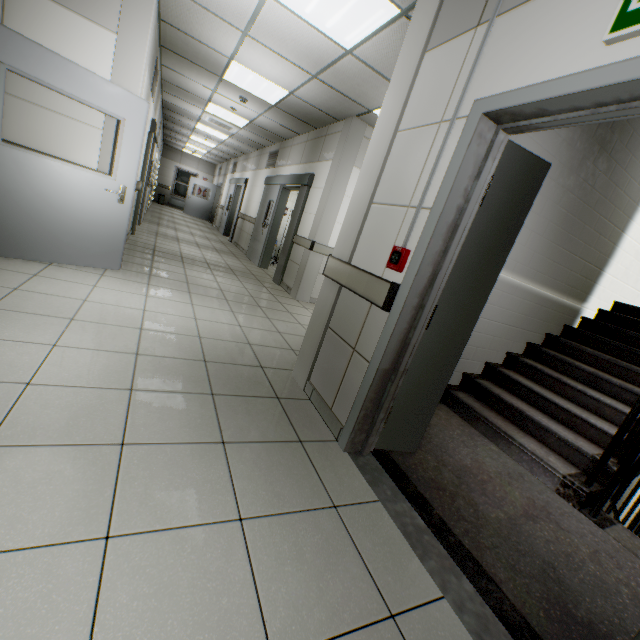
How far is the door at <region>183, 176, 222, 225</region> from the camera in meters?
17.7 m

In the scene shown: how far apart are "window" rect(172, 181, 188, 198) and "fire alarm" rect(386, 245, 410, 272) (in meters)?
21.44

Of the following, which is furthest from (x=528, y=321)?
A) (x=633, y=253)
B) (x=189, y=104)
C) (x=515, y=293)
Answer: (x=189, y=104)

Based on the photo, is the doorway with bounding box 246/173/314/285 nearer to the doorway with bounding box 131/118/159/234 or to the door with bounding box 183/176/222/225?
the doorway with bounding box 131/118/159/234

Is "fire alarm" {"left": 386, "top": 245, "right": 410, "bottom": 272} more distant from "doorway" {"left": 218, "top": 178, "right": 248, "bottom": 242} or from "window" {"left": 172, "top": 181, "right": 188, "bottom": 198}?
"window" {"left": 172, "top": 181, "right": 188, "bottom": 198}

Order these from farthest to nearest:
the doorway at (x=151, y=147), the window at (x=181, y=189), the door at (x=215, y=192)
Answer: the window at (x=181, y=189)
the door at (x=215, y=192)
the doorway at (x=151, y=147)

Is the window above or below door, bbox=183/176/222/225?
above

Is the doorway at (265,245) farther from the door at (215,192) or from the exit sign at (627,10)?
the door at (215,192)
